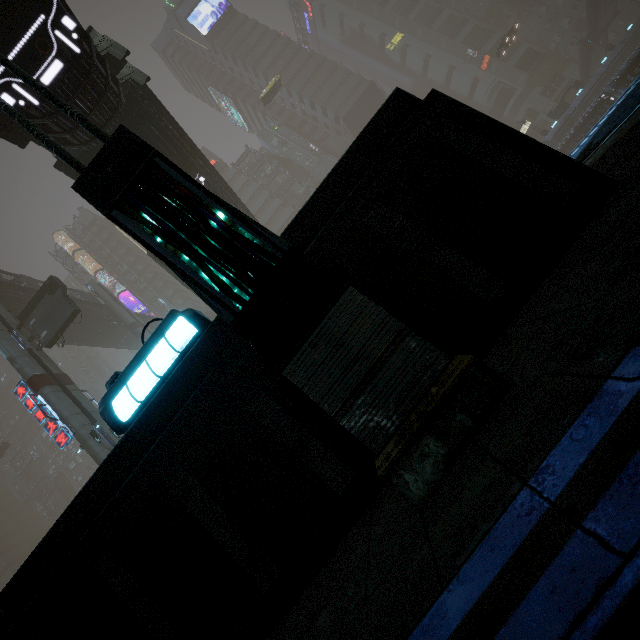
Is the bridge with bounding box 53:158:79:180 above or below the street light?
above

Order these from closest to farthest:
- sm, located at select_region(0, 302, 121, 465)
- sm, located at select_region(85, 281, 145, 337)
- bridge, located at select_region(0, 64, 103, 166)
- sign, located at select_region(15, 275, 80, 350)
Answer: bridge, located at select_region(0, 64, 103, 166) → sm, located at select_region(0, 302, 121, 465) → sign, located at select_region(15, 275, 80, 350) → sm, located at select_region(85, 281, 145, 337)

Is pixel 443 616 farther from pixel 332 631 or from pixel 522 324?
pixel 522 324

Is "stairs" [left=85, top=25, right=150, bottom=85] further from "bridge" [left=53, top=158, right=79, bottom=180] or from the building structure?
the building structure

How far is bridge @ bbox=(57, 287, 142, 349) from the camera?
35.2m

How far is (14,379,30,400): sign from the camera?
19.5 meters

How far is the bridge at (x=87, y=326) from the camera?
35.17m

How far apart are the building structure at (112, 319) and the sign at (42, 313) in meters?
14.8
